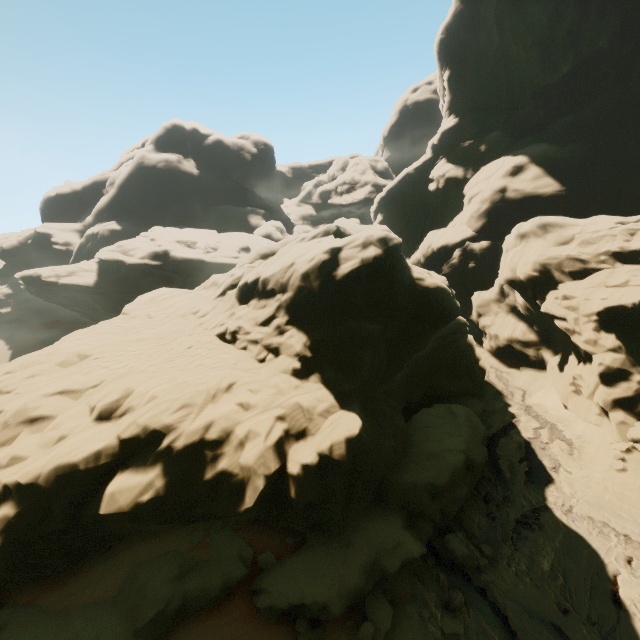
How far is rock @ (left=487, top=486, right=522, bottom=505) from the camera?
13.1m

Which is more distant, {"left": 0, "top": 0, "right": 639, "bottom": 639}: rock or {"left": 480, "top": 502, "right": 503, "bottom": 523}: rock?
{"left": 480, "top": 502, "right": 503, "bottom": 523}: rock

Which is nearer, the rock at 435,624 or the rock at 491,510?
the rock at 435,624

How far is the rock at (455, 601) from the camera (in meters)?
9.51

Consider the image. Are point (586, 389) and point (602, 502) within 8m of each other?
yes
